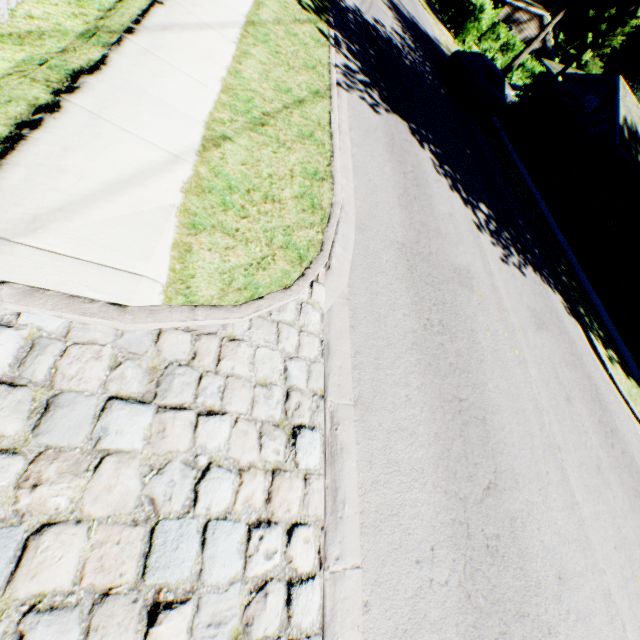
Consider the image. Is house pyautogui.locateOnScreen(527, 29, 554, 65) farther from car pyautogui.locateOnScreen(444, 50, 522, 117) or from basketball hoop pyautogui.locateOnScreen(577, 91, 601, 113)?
car pyautogui.locateOnScreen(444, 50, 522, 117)

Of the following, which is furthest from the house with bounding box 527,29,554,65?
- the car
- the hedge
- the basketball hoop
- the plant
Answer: the hedge

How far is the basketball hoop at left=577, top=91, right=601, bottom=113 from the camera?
24.4 meters

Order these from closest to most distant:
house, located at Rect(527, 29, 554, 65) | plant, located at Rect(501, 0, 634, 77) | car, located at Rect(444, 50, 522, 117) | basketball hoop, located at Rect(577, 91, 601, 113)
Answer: car, located at Rect(444, 50, 522, 117) → basketball hoop, located at Rect(577, 91, 601, 113) → plant, located at Rect(501, 0, 634, 77) → house, located at Rect(527, 29, 554, 65)

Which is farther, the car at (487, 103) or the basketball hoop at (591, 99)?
the basketball hoop at (591, 99)

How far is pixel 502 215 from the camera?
10.20m

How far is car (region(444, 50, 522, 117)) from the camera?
14.91m

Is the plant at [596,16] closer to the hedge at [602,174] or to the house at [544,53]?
the house at [544,53]
